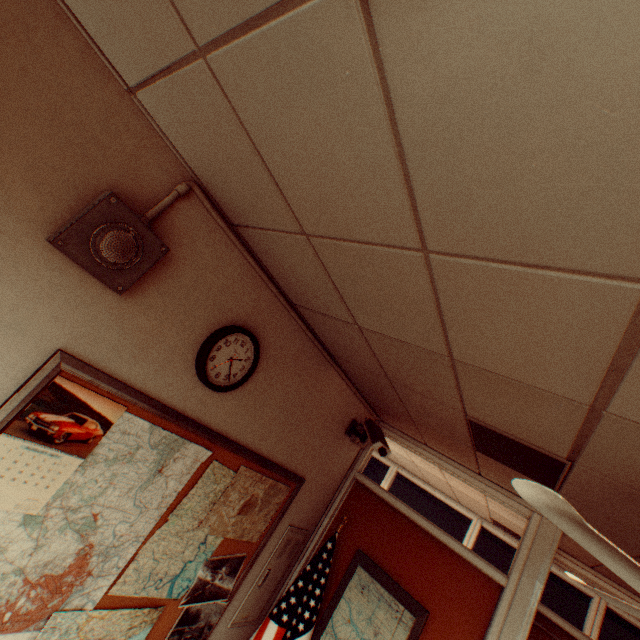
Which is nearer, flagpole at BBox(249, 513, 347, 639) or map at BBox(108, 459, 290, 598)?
map at BBox(108, 459, 290, 598)

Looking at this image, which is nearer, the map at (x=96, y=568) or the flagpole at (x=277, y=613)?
the map at (x=96, y=568)

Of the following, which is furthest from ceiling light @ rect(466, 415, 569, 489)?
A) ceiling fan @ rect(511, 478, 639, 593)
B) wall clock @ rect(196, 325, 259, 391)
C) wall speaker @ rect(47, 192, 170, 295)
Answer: wall speaker @ rect(47, 192, 170, 295)

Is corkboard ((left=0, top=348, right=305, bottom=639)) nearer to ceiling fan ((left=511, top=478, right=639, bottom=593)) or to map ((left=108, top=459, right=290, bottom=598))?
map ((left=108, top=459, right=290, bottom=598))

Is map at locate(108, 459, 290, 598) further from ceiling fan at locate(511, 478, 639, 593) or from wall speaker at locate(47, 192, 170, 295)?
ceiling fan at locate(511, 478, 639, 593)

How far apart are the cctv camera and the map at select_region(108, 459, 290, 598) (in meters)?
0.83

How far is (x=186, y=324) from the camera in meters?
1.7

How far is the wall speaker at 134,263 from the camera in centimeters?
120cm
